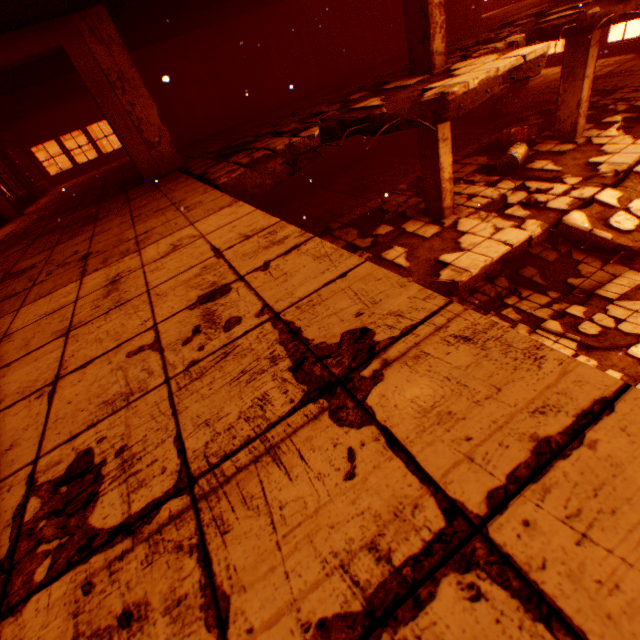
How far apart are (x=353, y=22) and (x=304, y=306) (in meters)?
15.35

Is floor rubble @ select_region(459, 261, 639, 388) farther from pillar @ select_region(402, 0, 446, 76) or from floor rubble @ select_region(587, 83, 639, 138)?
pillar @ select_region(402, 0, 446, 76)

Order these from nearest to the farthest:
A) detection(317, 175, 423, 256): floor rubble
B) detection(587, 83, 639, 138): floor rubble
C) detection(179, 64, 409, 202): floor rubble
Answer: detection(179, 64, 409, 202): floor rubble, detection(317, 175, 423, 256): floor rubble, detection(587, 83, 639, 138): floor rubble

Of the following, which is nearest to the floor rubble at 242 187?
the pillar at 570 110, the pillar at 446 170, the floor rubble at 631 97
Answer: the pillar at 446 170

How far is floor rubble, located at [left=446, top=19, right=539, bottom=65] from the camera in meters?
6.1

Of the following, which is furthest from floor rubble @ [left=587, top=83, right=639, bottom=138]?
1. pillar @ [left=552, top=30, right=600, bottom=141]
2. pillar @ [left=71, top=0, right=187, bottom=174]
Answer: pillar @ [left=552, top=30, right=600, bottom=141]

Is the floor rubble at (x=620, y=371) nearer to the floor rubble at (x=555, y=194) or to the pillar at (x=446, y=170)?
the floor rubble at (x=555, y=194)

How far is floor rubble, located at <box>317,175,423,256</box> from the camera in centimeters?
836cm
